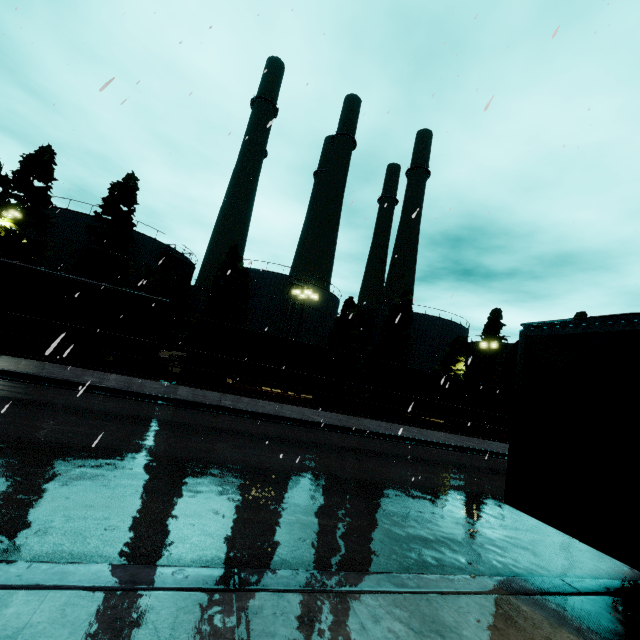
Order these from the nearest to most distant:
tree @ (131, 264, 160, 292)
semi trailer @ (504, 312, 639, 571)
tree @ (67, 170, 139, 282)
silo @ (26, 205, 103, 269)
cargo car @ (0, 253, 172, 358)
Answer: semi trailer @ (504, 312, 639, 571) < cargo car @ (0, 253, 172, 358) < tree @ (67, 170, 139, 282) < tree @ (131, 264, 160, 292) < silo @ (26, 205, 103, 269)

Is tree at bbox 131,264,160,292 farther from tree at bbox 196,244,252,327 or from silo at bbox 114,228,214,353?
tree at bbox 196,244,252,327

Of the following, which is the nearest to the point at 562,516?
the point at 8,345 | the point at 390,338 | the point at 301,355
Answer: the point at 301,355

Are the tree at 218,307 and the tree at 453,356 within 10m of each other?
no

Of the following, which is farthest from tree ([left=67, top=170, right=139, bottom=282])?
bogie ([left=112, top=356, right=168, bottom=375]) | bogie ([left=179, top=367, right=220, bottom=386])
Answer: bogie ([left=179, top=367, right=220, bottom=386])

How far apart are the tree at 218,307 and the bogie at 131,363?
14.8m

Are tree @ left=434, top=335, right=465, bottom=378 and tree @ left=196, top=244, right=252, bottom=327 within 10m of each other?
no

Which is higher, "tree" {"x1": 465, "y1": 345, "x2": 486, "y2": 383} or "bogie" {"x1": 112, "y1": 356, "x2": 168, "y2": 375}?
"tree" {"x1": 465, "y1": 345, "x2": 486, "y2": 383}
